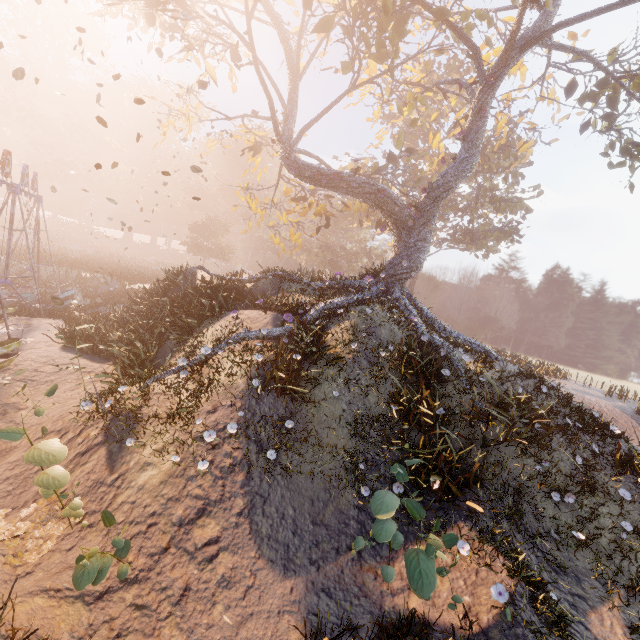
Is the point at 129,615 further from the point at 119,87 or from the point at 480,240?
the point at 119,87

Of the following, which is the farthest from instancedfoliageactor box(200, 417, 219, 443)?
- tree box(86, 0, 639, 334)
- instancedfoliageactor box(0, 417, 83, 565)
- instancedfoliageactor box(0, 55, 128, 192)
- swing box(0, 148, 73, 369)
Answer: instancedfoliageactor box(0, 55, 128, 192)

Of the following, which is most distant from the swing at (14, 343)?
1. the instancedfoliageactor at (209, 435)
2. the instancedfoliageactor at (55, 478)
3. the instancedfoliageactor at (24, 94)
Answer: the instancedfoliageactor at (24, 94)

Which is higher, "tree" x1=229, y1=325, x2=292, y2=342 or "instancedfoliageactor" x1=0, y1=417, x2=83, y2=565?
"tree" x1=229, y1=325, x2=292, y2=342

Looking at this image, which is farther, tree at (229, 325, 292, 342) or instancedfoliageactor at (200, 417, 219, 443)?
tree at (229, 325, 292, 342)

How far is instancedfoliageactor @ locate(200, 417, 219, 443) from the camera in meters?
7.1 m

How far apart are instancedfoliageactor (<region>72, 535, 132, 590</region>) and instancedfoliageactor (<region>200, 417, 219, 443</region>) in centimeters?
265cm

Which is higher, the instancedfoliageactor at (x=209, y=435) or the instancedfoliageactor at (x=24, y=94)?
the instancedfoliageactor at (x=24, y=94)
